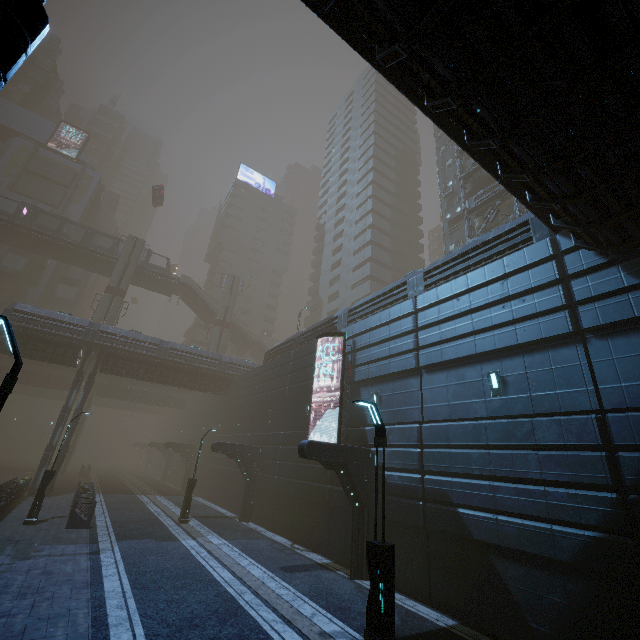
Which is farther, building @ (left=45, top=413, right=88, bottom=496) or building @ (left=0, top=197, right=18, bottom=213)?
building @ (left=0, top=197, right=18, bottom=213)

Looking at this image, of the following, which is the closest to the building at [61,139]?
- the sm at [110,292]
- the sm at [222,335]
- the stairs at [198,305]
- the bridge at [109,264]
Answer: the bridge at [109,264]

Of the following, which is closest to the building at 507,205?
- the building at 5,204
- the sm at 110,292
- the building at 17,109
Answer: the building at 17,109

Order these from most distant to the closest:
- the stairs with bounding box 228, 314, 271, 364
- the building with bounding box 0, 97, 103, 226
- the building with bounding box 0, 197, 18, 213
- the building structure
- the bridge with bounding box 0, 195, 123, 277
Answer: the stairs with bounding box 228, 314, 271, 364 → the building with bounding box 0, 97, 103, 226 → the building with bounding box 0, 197, 18, 213 → the bridge with bounding box 0, 195, 123, 277 → the building structure

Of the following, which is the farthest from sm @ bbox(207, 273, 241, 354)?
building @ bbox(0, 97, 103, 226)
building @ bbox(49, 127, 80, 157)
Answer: building @ bbox(49, 127, 80, 157)

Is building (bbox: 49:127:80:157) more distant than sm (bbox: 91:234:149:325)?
Yes

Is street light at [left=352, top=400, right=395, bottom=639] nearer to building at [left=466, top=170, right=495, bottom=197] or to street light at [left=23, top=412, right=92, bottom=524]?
building at [left=466, top=170, right=495, bottom=197]

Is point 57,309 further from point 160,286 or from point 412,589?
point 412,589
